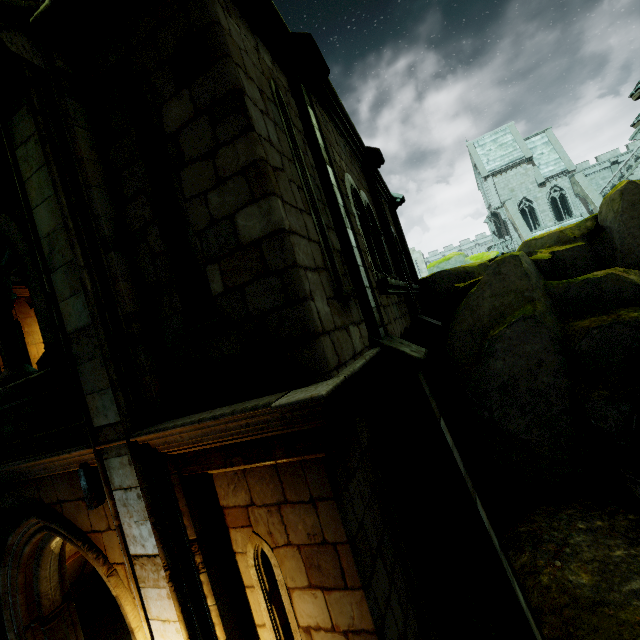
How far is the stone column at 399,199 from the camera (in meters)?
11.10

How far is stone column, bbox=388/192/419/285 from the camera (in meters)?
11.10

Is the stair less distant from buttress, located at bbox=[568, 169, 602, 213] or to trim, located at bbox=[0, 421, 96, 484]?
trim, located at bbox=[0, 421, 96, 484]

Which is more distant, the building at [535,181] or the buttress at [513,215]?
the building at [535,181]

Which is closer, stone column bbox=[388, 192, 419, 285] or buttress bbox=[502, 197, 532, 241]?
stone column bbox=[388, 192, 419, 285]

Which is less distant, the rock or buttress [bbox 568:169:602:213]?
the rock

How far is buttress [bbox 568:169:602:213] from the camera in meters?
33.1 m

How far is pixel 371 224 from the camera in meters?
6.2 m
